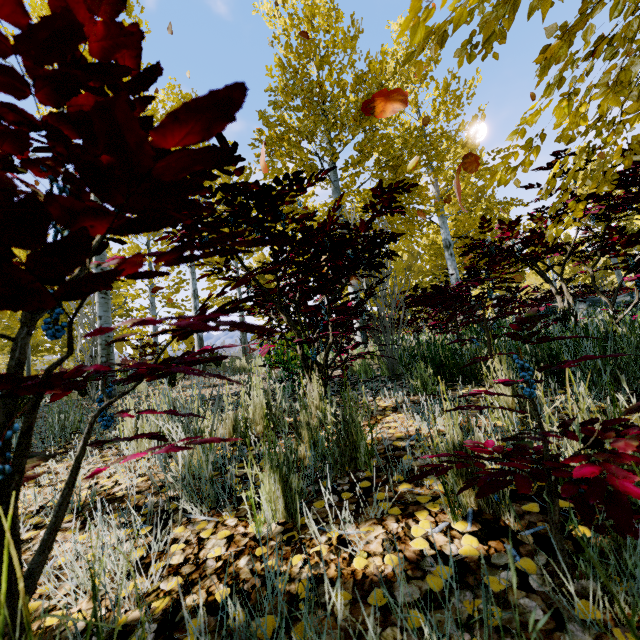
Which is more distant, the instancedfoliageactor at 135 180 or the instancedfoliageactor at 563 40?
the instancedfoliageactor at 563 40

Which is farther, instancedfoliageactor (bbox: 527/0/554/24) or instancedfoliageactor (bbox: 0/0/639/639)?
instancedfoliageactor (bbox: 527/0/554/24)

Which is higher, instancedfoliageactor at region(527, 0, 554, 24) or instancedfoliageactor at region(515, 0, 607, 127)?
instancedfoliageactor at region(527, 0, 554, 24)

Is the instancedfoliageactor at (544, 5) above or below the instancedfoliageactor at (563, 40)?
above

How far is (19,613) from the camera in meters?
0.5
